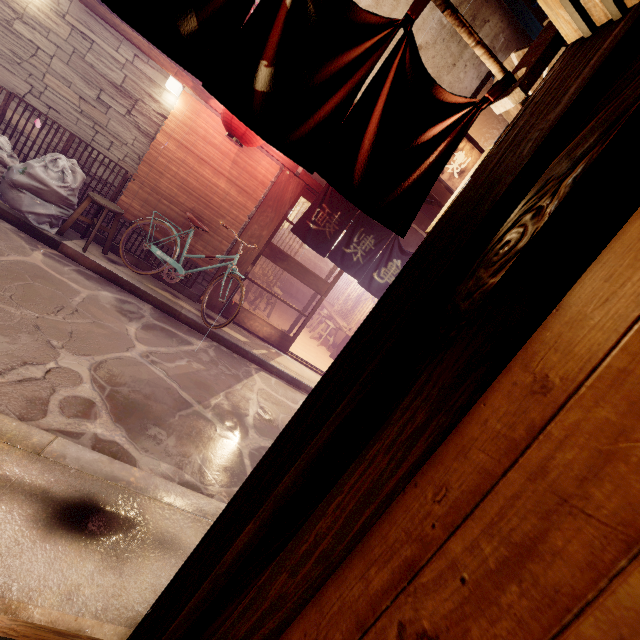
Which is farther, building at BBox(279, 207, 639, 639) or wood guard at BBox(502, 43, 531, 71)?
wood guard at BBox(502, 43, 531, 71)

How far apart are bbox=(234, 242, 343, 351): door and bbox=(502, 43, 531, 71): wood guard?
8.00m

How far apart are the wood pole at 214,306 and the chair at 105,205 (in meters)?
2.80

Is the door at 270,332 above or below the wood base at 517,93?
below

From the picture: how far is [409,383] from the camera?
1.5 meters

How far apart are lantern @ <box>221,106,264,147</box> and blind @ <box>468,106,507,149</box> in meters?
6.4

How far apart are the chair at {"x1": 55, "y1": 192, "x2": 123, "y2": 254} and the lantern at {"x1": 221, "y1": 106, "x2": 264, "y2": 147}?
3.57m

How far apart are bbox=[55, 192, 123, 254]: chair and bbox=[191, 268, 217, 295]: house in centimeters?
244cm
